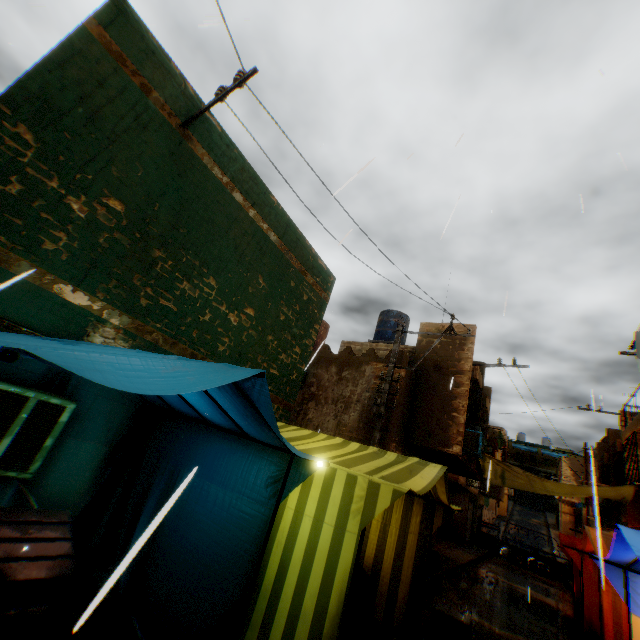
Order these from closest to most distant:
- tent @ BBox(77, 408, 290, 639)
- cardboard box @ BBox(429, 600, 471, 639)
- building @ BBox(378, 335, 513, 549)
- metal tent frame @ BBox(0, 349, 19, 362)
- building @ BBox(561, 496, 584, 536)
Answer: metal tent frame @ BBox(0, 349, 19, 362)
tent @ BBox(77, 408, 290, 639)
cardboard box @ BBox(429, 600, 471, 639)
building @ BBox(378, 335, 513, 549)
building @ BBox(561, 496, 584, 536)

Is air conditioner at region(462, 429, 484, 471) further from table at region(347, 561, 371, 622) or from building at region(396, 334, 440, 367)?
table at region(347, 561, 371, 622)

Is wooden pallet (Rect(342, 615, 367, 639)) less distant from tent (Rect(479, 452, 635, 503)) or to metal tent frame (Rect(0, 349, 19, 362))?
tent (Rect(479, 452, 635, 503))

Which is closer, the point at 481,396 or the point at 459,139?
the point at 459,139

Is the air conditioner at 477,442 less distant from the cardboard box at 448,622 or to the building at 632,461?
the building at 632,461

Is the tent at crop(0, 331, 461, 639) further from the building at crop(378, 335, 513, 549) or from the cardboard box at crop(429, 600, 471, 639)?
the cardboard box at crop(429, 600, 471, 639)

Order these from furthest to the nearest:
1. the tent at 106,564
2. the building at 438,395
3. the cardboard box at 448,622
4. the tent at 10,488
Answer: the building at 438,395, the cardboard box at 448,622, the tent at 10,488, the tent at 106,564

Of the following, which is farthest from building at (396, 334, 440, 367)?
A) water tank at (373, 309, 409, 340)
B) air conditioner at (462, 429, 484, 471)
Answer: water tank at (373, 309, 409, 340)
